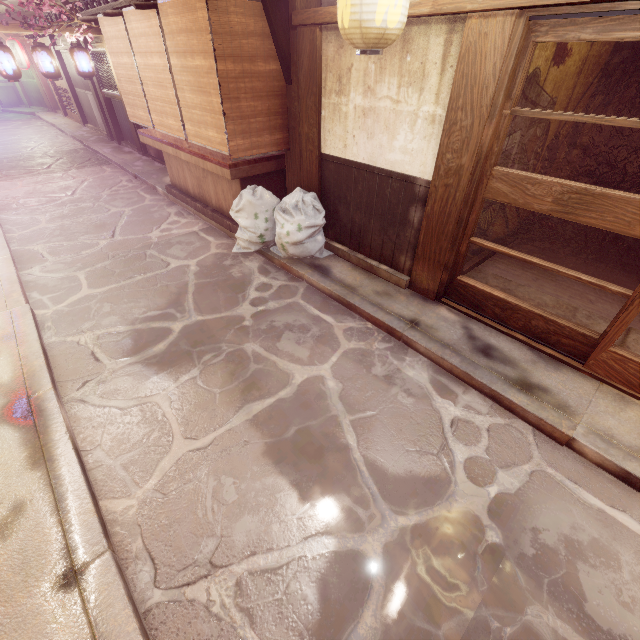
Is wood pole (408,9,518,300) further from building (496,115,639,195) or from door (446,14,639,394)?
building (496,115,639,195)

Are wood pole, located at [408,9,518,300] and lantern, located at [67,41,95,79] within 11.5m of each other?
no

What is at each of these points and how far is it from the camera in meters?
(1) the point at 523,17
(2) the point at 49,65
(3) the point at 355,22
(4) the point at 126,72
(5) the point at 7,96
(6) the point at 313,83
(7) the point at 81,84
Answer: (1) door frame, 4.7 m
(2) lantern, 15.1 m
(3) lantern, 4.8 m
(4) blind, 10.8 m
(5) table, 35.8 m
(6) wood pole, 7.7 m
(7) foundation, 23.7 m

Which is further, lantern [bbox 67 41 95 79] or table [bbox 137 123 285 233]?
lantern [bbox 67 41 95 79]

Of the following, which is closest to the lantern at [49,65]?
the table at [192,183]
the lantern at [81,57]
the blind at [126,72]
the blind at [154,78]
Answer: the lantern at [81,57]

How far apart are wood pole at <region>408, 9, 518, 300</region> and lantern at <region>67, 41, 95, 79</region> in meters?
19.2 m

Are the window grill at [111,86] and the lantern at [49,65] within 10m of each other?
yes

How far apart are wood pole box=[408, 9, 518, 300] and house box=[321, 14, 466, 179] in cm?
1
